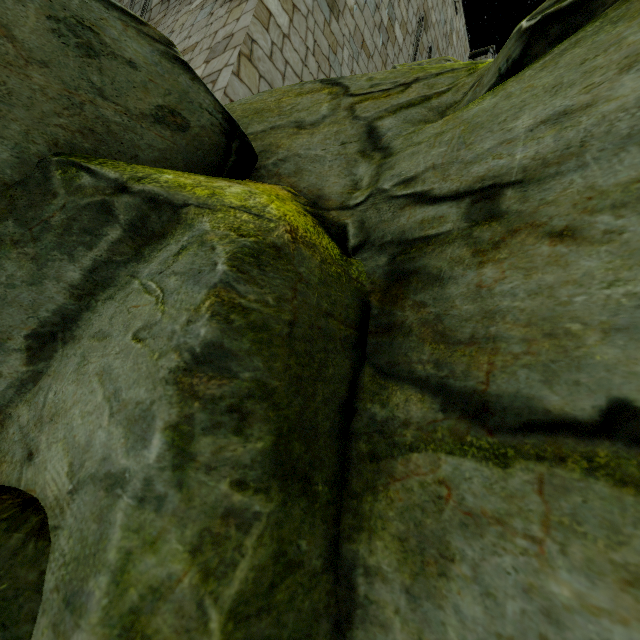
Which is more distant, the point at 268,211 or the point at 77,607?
the point at 268,211

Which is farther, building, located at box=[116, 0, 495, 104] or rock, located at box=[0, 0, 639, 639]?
building, located at box=[116, 0, 495, 104]

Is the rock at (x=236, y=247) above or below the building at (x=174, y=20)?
below

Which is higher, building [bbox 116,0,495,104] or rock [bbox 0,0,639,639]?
building [bbox 116,0,495,104]

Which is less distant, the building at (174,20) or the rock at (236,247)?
the rock at (236,247)
